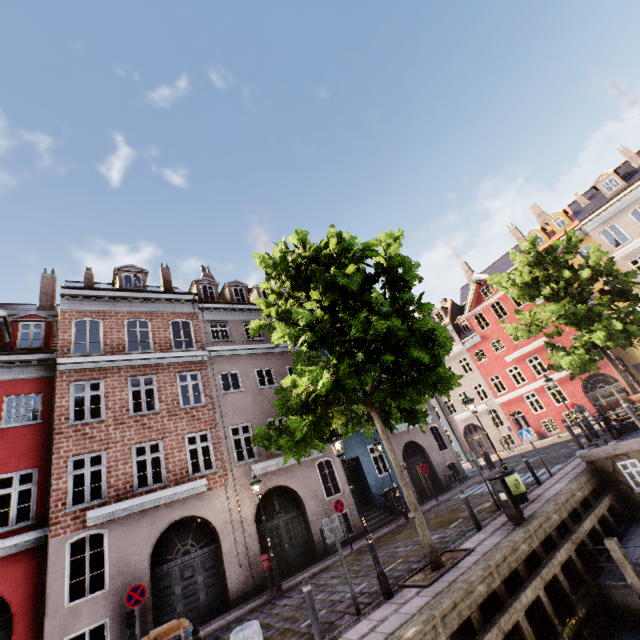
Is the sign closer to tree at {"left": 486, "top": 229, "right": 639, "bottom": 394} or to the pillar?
tree at {"left": 486, "top": 229, "right": 639, "bottom": 394}

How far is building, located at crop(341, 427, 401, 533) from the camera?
16.6m

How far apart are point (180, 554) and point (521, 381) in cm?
2970

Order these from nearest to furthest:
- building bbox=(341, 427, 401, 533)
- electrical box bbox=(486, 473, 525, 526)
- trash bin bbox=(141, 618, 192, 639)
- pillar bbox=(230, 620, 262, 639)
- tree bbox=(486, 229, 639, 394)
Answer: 1. pillar bbox=(230, 620, 262, 639)
2. trash bin bbox=(141, 618, 192, 639)
3. electrical box bbox=(486, 473, 525, 526)
4. tree bbox=(486, 229, 639, 394)
5. building bbox=(341, 427, 401, 533)

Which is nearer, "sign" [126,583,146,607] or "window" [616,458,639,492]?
"sign" [126,583,146,607]

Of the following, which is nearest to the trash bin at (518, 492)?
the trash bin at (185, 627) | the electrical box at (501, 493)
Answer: the electrical box at (501, 493)

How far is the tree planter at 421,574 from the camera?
7.30m

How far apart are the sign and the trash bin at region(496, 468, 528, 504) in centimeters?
1187cm
